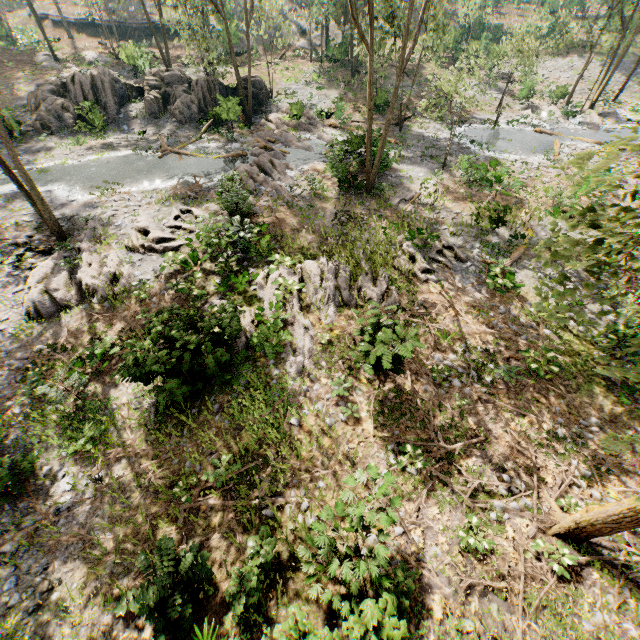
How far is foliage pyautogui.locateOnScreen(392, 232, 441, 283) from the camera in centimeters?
1453cm

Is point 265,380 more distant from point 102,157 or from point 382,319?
point 102,157

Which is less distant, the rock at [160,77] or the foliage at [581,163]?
the foliage at [581,163]

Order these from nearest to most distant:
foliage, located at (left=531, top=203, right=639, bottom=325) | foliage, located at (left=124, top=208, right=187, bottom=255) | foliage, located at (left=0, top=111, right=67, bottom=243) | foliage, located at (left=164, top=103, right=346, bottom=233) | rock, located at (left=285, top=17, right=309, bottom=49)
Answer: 1. foliage, located at (left=531, top=203, right=639, bottom=325)
2. foliage, located at (left=0, top=111, right=67, bottom=243)
3. foliage, located at (left=124, top=208, right=187, bottom=255)
4. foliage, located at (left=164, top=103, right=346, bottom=233)
5. rock, located at (left=285, top=17, right=309, bottom=49)

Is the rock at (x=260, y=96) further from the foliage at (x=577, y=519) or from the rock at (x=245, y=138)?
the rock at (x=245, y=138)

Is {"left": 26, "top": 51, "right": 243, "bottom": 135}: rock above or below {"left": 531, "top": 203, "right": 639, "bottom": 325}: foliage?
below

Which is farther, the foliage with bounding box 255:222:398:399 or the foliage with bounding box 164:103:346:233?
the foliage with bounding box 164:103:346:233
